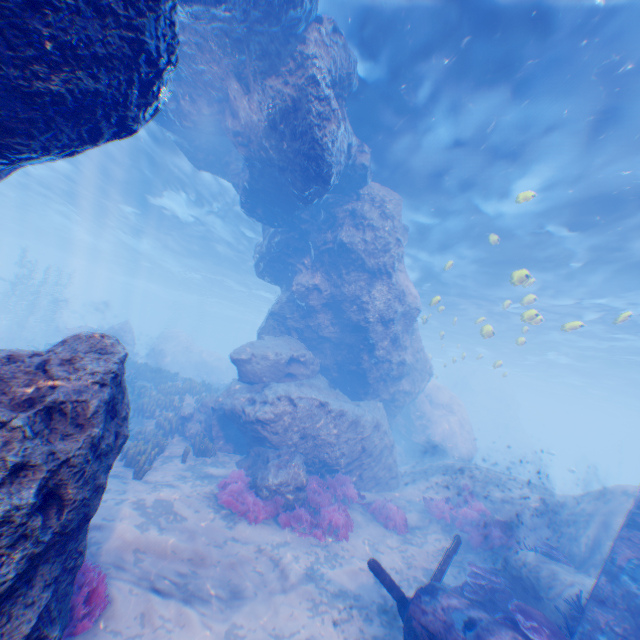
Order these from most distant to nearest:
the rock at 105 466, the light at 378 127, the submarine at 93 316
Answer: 1. the submarine at 93 316
2. the light at 378 127
3. the rock at 105 466

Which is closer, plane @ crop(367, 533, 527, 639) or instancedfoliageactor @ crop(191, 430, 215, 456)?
plane @ crop(367, 533, 527, 639)

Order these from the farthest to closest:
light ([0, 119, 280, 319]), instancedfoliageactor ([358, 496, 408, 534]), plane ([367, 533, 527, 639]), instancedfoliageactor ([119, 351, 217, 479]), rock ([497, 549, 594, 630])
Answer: light ([0, 119, 280, 319]) < instancedfoliageactor ([358, 496, 408, 534]) < instancedfoliageactor ([119, 351, 217, 479]) < rock ([497, 549, 594, 630]) < plane ([367, 533, 527, 639])

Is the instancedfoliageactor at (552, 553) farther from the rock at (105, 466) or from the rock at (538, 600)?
the rock at (105, 466)

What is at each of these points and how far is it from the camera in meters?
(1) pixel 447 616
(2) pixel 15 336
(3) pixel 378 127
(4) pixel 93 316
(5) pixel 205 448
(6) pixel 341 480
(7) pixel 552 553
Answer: (1) plane, 5.3 m
(2) instancedfoliageactor, 24.6 m
(3) light, 11.1 m
(4) submarine, 57.1 m
(5) instancedfoliageactor, 11.8 m
(6) instancedfoliageactor, 12.0 m
(7) instancedfoliageactor, 8.6 m

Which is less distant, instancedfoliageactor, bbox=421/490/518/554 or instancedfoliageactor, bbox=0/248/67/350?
instancedfoliageactor, bbox=421/490/518/554

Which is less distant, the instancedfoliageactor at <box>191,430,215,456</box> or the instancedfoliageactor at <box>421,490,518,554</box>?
the instancedfoliageactor at <box>421,490,518,554</box>

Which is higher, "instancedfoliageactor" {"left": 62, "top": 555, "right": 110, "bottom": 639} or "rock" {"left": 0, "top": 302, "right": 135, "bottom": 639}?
"rock" {"left": 0, "top": 302, "right": 135, "bottom": 639}
